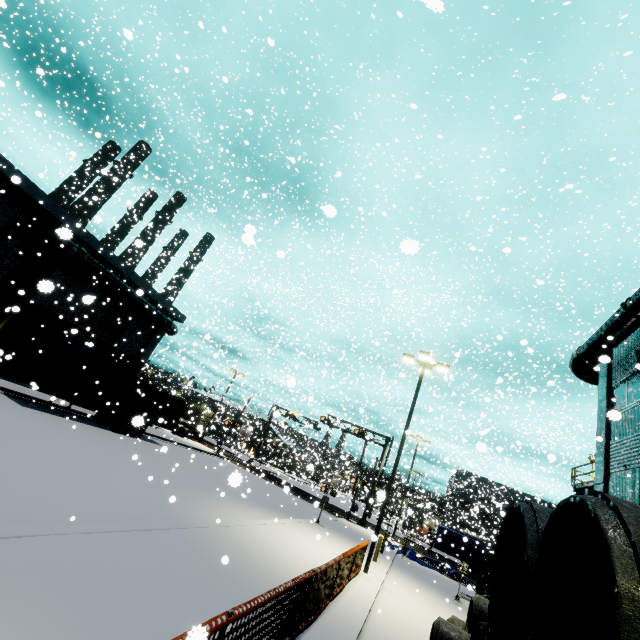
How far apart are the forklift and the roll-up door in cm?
2856

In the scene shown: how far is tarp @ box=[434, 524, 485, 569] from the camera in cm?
2731

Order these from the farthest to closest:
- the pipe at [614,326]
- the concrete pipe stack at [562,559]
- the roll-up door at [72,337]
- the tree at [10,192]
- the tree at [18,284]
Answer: the roll-up door at [72,337]
the tree at [18,284]
the tree at [10,192]
the pipe at [614,326]
the concrete pipe stack at [562,559]

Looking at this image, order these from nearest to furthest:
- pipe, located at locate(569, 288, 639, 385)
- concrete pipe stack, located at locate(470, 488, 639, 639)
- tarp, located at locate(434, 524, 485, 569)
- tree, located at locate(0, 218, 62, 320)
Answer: concrete pipe stack, located at locate(470, 488, 639, 639) < pipe, located at locate(569, 288, 639, 385) < tree, located at locate(0, 218, 62, 320) < tarp, located at locate(434, 524, 485, 569)

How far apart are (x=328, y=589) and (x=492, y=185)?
27.8 meters

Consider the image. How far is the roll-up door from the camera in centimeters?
2317cm

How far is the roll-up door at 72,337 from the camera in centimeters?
2317cm

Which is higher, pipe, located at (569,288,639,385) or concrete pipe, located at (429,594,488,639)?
pipe, located at (569,288,639,385)
